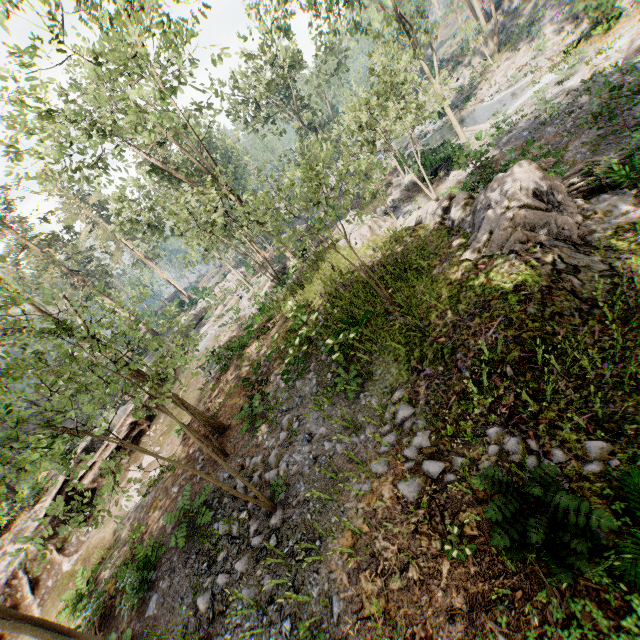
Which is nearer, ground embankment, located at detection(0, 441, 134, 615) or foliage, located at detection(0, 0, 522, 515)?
foliage, located at detection(0, 0, 522, 515)

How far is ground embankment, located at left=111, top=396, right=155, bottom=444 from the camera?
17.9m

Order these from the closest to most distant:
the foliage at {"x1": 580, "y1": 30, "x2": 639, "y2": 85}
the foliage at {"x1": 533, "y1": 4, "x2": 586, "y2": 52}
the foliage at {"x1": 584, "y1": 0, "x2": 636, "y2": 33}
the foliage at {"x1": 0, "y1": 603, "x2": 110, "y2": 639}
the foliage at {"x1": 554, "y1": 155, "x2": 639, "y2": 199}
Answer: the foliage at {"x1": 0, "y1": 603, "x2": 110, "y2": 639} → the foliage at {"x1": 554, "y1": 155, "x2": 639, "y2": 199} → the foliage at {"x1": 580, "y1": 30, "x2": 639, "y2": 85} → the foliage at {"x1": 584, "y1": 0, "x2": 636, "y2": 33} → the foliage at {"x1": 533, "y1": 4, "x2": 586, "y2": 52}

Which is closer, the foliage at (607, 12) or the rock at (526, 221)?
the rock at (526, 221)

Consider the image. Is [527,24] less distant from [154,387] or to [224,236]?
[224,236]

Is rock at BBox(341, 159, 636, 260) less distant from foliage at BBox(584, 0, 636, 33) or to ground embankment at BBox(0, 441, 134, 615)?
foliage at BBox(584, 0, 636, 33)

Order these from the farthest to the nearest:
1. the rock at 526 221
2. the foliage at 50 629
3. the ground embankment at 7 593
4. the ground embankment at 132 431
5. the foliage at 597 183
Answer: the ground embankment at 132 431
the ground embankment at 7 593
the foliage at 597 183
the rock at 526 221
the foliage at 50 629
